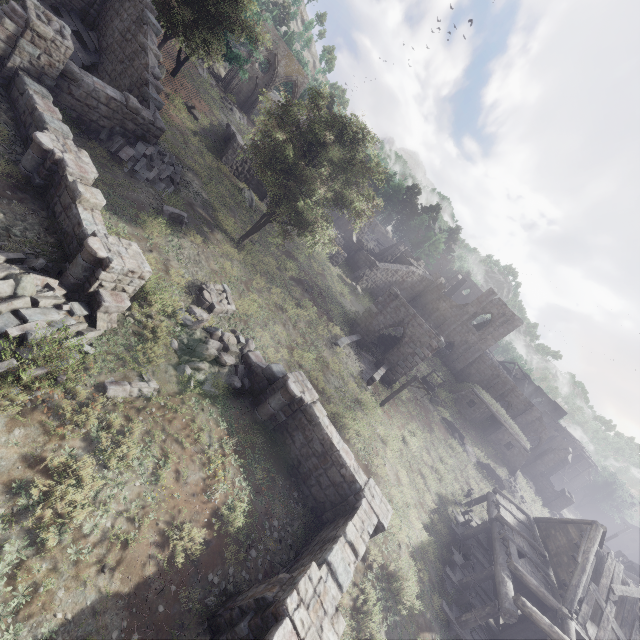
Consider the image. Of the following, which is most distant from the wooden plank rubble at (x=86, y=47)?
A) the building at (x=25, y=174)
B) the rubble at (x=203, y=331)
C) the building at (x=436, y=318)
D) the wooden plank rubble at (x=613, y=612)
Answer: the wooden plank rubble at (x=613, y=612)

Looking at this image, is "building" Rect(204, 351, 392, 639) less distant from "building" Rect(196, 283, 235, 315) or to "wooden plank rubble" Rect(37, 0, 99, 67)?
"building" Rect(196, 283, 235, 315)

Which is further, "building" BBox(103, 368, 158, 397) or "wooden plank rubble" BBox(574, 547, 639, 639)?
"wooden plank rubble" BBox(574, 547, 639, 639)

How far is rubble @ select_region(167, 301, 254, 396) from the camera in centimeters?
1088cm

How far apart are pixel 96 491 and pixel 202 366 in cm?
466

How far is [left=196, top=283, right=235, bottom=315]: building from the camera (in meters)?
13.39

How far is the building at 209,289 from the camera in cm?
1339

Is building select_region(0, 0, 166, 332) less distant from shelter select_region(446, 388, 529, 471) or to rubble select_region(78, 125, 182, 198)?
rubble select_region(78, 125, 182, 198)
